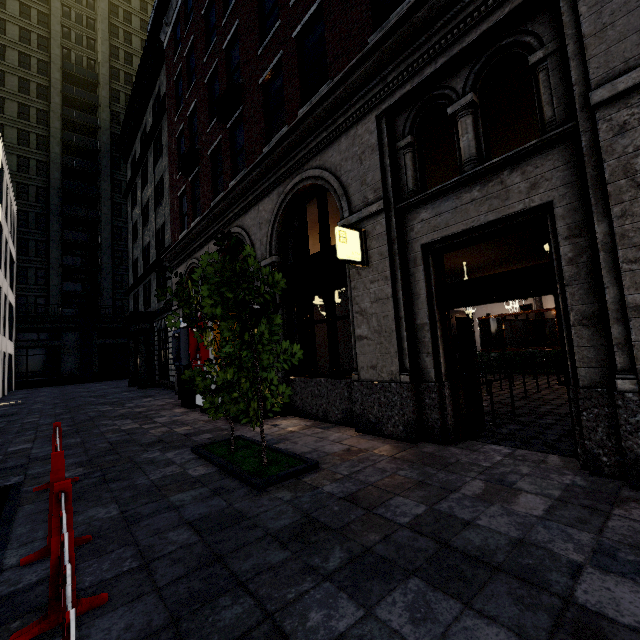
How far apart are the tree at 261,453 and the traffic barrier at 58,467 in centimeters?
163cm

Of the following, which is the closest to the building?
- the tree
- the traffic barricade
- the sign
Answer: the sign

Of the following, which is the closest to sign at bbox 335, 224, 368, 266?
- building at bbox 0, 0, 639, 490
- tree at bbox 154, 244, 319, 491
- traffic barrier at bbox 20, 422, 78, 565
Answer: building at bbox 0, 0, 639, 490

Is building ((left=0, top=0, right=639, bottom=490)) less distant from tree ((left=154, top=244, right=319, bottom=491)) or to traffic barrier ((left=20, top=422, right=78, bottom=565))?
tree ((left=154, top=244, right=319, bottom=491))

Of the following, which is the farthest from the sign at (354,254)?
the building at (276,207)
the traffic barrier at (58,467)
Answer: the traffic barrier at (58,467)

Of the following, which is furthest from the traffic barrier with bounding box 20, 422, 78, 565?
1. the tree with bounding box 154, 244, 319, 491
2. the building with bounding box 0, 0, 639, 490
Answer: the building with bounding box 0, 0, 639, 490

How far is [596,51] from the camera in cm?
360

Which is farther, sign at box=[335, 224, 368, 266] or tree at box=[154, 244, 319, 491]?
sign at box=[335, 224, 368, 266]
